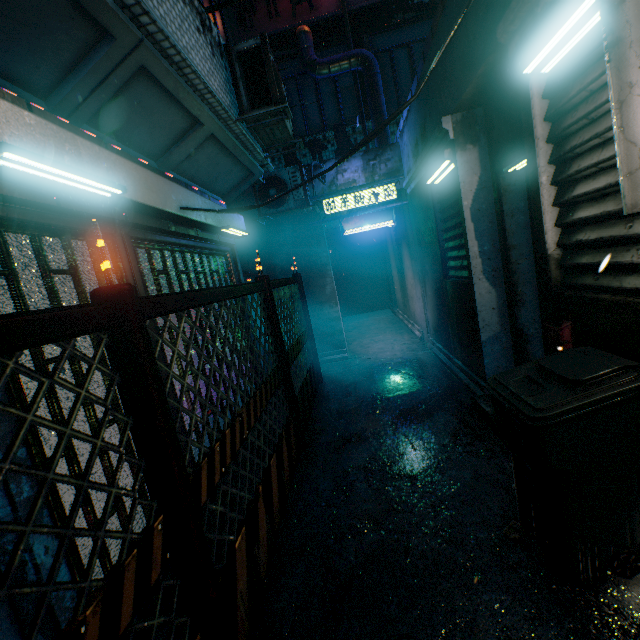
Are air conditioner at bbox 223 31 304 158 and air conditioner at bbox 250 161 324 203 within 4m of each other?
yes

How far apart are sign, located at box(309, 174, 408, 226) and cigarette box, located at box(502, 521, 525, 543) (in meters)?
4.94

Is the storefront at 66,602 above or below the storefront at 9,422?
below

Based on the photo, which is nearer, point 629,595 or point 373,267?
point 629,595

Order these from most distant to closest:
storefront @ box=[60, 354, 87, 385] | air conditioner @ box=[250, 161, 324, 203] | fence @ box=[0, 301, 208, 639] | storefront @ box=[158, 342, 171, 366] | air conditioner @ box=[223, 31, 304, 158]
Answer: air conditioner @ box=[250, 161, 324, 203], air conditioner @ box=[223, 31, 304, 158], storefront @ box=[158, 342, 171, 366], storefront @ box=[60, 354, 87, 385], fence @ box=[0, 301, 208, 639]

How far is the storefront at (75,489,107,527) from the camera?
1.8m

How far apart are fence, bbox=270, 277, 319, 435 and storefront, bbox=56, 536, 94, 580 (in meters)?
0.70

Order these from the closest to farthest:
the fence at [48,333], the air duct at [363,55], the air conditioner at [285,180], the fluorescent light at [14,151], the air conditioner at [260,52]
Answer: the fence at [48,333], the fluorescent light at [14,151], the air conditioner at [260,52], the air conditioner at [285,180], the air duct at [363,55]
